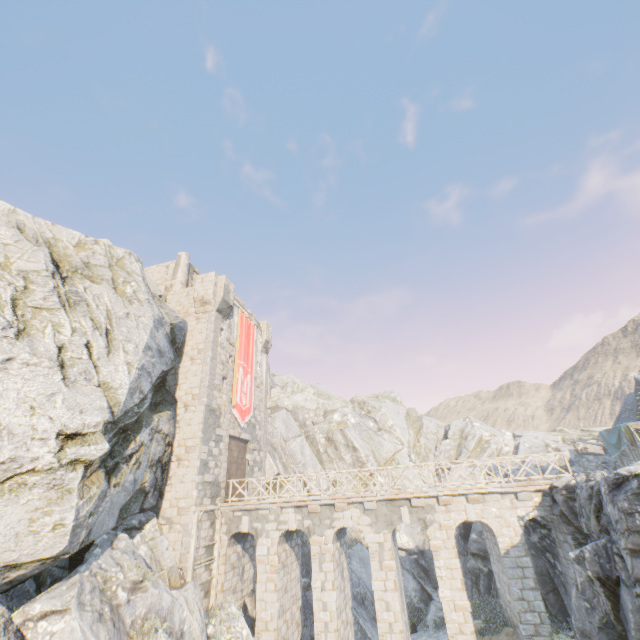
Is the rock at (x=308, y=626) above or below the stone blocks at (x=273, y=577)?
below

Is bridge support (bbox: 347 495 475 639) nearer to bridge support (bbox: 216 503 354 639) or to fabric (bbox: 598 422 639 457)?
bridge support (bbox: 216 503 354 639)

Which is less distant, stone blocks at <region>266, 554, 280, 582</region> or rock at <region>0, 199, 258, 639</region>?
rock at <region>0, 199, 258, 639</region>

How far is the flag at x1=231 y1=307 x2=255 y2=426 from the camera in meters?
22.5 m

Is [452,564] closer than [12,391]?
No

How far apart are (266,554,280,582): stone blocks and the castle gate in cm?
345

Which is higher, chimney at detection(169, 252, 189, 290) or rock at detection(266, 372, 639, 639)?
chimney at detection(169, 252, 189, 290)

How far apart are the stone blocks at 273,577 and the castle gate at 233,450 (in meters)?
3.45
